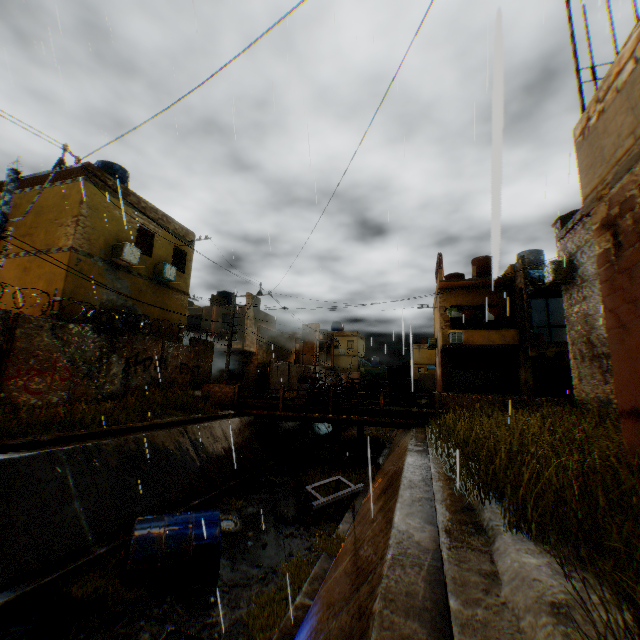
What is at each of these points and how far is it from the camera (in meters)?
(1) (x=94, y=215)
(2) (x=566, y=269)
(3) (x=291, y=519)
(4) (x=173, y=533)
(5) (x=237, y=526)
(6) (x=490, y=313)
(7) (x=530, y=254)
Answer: (1) building, 13.91
(2) air conditioner, 12.43
(3) trash bag, 9.70
(4) water tank, 7.01
(5) wheel, 9.21
(6) dryer, 22.42
(7) water tank, 21.84

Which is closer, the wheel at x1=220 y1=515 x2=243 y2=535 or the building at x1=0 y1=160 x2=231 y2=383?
the wheel at x1=220 y1=515 x2=243 y2=535

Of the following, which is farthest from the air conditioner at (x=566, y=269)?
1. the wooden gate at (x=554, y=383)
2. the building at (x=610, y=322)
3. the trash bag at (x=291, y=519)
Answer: the trash bag at (x=291, y=519)

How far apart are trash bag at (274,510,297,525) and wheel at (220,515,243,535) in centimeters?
95cm

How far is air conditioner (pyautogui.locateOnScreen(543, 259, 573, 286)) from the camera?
12.37m

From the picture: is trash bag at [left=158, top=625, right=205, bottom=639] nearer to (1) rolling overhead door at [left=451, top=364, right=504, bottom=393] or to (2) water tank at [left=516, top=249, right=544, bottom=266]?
(1) rolling overhead door at [left=451, top=364, right=504, bottom=393]

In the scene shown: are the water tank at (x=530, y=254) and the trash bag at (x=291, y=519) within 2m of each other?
no

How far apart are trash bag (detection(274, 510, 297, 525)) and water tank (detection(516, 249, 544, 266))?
21.12m
